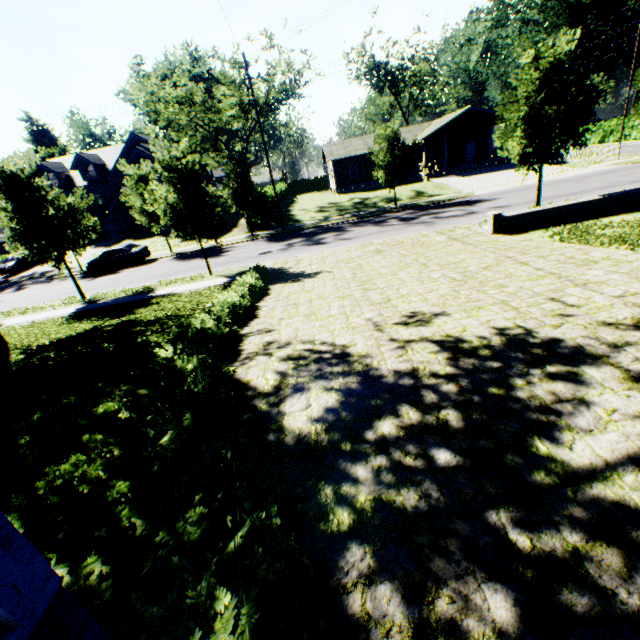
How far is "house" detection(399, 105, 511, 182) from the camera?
35.0 meters

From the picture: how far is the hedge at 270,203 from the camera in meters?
29.1 m

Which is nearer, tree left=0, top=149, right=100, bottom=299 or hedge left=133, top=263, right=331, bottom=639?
hedge left=133, top=263, right=331, bottom=639

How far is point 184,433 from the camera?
3.3 meters

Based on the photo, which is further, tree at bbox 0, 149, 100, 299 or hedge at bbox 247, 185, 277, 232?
hedge at bbox 247, 185, 277, 232

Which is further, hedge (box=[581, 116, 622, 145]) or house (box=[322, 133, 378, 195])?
hedge (box=[581, 116, 622, 145])

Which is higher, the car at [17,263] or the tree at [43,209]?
the tree at [43,209]
